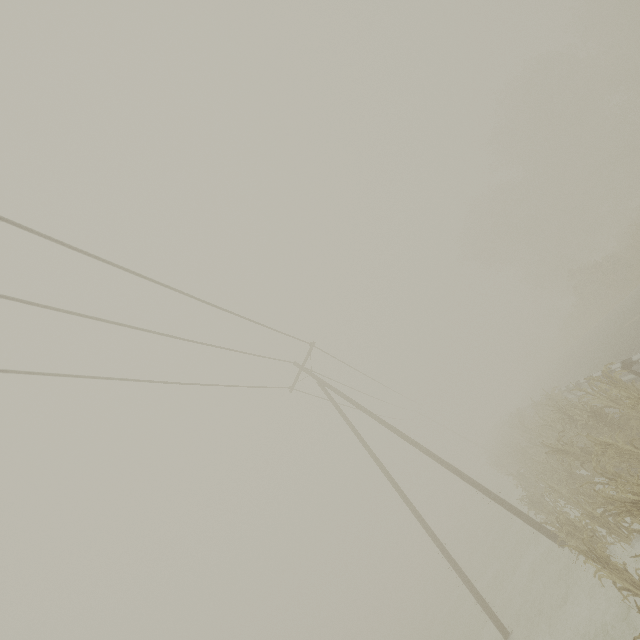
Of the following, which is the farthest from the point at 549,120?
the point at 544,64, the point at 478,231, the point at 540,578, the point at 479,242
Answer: the point at 540,578

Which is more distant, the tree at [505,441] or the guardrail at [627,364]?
the guardrail at [627,364]

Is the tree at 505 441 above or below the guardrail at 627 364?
below

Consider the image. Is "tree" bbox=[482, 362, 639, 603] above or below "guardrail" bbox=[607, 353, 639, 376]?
below

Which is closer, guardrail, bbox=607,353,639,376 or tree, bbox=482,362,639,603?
tree, bbox=482,362,639,603
